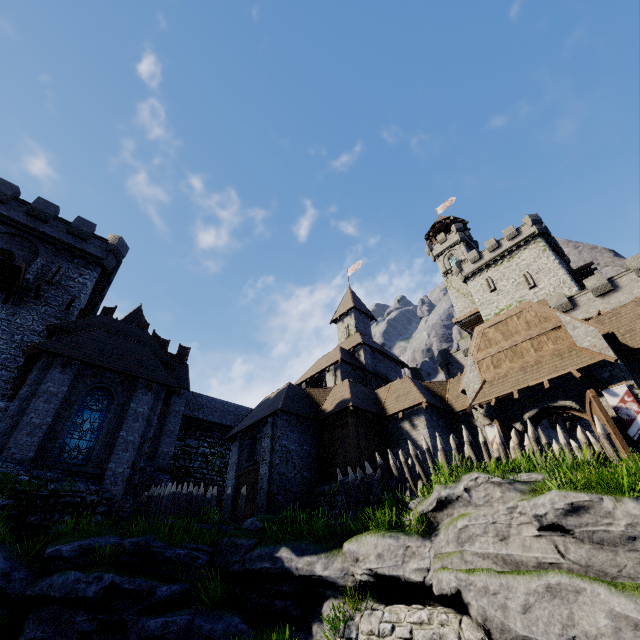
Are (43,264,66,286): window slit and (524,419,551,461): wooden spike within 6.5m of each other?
no

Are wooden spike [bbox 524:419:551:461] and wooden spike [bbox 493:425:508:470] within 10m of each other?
yes

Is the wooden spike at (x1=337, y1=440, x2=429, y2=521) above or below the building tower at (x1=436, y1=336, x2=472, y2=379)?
below

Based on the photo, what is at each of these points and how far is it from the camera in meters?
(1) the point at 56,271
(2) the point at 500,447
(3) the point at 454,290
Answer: (1) window slit, 23.0 m
(2) wooden spike, 10.4 m
(3) building tower, 48.7 m

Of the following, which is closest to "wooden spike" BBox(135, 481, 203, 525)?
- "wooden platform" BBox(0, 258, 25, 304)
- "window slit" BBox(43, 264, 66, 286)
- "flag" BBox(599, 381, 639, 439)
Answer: "wooden platform" BBox(0, 258, 25, 304)

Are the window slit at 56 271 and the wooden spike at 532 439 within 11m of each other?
no

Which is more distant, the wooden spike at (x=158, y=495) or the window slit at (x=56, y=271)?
the window slit at (x=56, y=271)

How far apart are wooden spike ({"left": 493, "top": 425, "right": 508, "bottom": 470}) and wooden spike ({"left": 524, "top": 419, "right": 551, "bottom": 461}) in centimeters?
75cm
